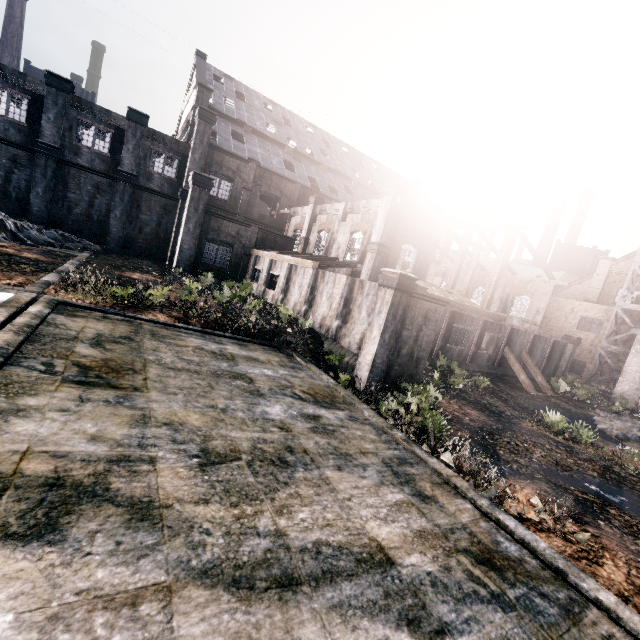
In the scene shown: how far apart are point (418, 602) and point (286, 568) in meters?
2.1

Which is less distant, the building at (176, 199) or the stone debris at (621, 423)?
the building at (176, 199)

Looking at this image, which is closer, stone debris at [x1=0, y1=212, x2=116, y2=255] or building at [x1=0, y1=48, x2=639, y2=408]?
building at [x1=0, y1=48, x2=639, y2=408]

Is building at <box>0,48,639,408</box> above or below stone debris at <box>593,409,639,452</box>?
above

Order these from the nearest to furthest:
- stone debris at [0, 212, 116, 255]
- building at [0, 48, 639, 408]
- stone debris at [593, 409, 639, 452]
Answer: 1. building at [0, 48, 639, 408]
2. stone debris at [593, 409, 639, 452]
3. stone debris at [0, 212, 116, 255]

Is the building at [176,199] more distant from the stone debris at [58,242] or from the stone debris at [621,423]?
the stone debris at [58,242]

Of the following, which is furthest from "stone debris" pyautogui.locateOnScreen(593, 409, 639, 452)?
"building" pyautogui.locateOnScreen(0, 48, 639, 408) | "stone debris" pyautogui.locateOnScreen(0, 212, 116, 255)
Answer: "stone debris" pyautogui.locateOnScreen(0, 212, 116, 255)
